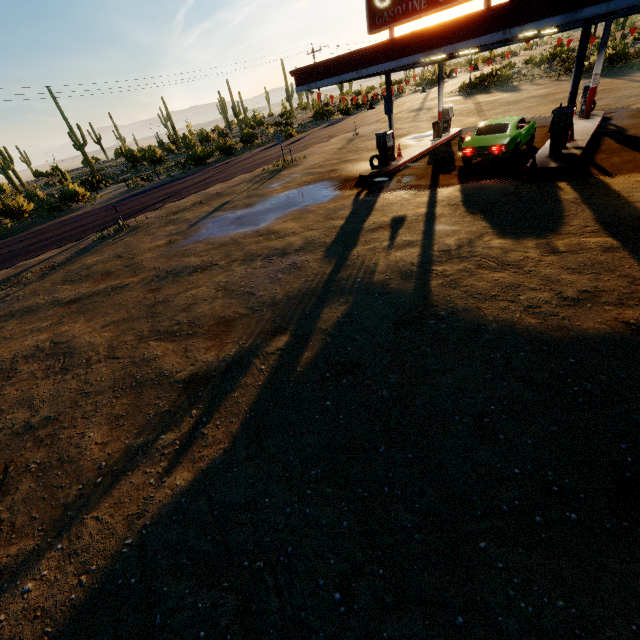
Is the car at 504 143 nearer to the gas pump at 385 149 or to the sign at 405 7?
the gas pump at 385 149

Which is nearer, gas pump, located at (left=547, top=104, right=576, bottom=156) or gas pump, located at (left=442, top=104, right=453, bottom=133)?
gas pump, located at (left=547, top=104, right=576, bottom=156)

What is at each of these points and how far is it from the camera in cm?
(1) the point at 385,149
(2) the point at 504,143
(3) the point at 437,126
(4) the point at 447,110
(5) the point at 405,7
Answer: (1) gas pump, 1572
(2) car, 1227
(3) trash can, 1955
(4) gas pump, 2006
(5) sign, 1179

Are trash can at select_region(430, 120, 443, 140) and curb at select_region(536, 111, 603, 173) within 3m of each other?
no

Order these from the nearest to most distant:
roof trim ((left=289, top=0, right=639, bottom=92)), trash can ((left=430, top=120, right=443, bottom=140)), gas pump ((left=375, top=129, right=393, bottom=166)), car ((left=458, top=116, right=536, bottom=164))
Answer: roof trim ((left=289, top=0, right=639, bottom=92)) < car ((left=458, top=116, right=536, bottom=164)) < gas pump ((left=375, top=129, right=393, bottom=166)) < trash can ((left=430, top=120, right=443, bottom=140))

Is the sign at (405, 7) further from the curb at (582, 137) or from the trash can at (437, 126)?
the trash can at (437, 126)

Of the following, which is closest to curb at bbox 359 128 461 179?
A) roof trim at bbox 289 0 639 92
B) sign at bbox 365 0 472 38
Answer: roof trim at bbox 289 0 639 92

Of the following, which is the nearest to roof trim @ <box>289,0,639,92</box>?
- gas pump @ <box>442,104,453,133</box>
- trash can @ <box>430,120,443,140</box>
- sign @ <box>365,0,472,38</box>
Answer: sign @ <box>365,0,472,38</box>
